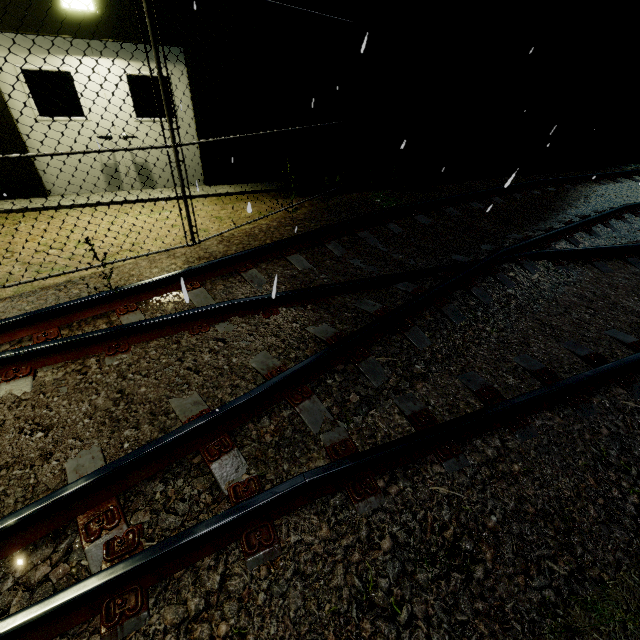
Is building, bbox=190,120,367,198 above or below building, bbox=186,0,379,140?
below

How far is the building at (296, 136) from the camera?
7.3m

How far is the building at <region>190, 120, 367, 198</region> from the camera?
7.3 meters

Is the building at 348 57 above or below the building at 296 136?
above

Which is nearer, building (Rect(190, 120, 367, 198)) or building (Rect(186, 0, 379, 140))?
building (Rect(186, 0, 379, 140))

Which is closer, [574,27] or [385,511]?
[385,511]
